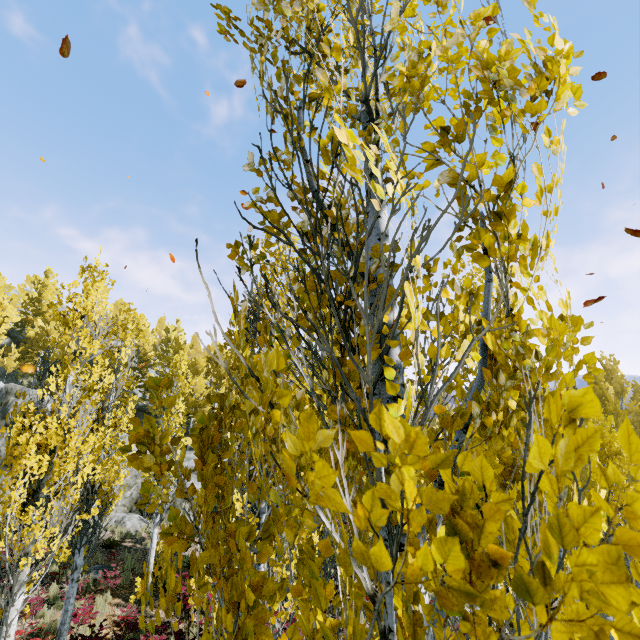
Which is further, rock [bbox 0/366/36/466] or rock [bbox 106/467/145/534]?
rock [bbox 0/366/36/466]

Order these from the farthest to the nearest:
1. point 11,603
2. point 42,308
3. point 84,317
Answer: point 42,308 → point 84,317 → point 11,603

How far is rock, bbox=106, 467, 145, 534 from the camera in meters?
17.7 m

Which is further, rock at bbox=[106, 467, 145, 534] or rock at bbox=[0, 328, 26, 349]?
rock at bbox=[0, 328, 26, 349]

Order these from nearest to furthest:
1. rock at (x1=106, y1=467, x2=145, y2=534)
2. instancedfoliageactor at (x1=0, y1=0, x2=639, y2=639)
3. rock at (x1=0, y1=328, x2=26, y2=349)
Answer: instancedfoliageactor at (x1=0, y1=0, x2=639, y2=639) < rock at (x1=106, y1=467, x2=145, y2=534) < rock at (x1=0, y1=328, x2=26, y2=349)

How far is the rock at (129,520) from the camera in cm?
1766

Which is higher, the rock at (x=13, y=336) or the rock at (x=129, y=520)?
the rock at (x=13, y=336)
